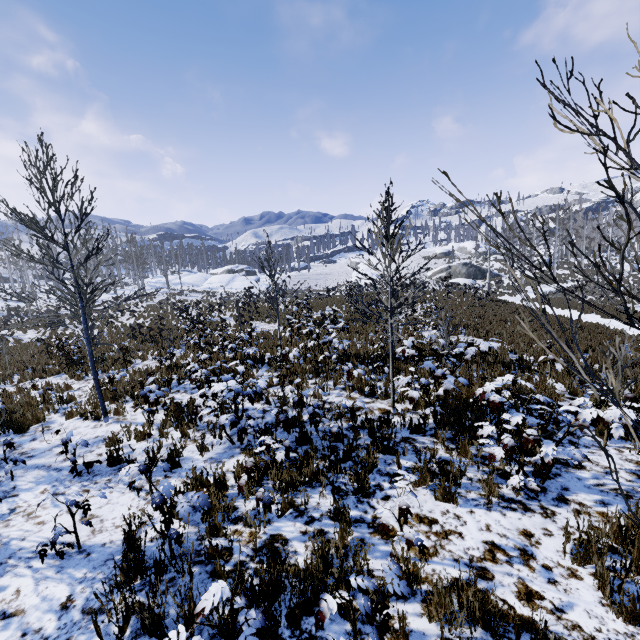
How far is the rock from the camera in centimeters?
4616cm

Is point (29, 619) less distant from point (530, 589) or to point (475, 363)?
point (530, 589)

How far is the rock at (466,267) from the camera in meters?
46.2
